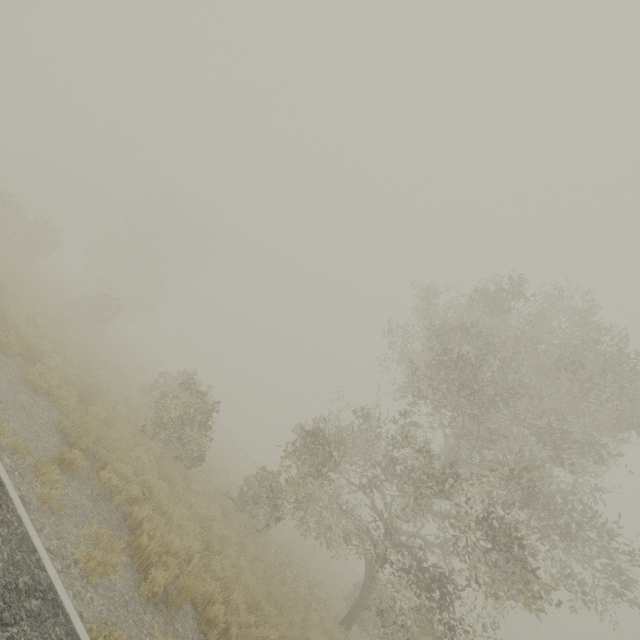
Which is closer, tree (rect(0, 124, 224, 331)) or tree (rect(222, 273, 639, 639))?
tree (rect(222, 273, 639, 639))

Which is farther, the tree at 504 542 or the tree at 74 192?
the tree at 74 192

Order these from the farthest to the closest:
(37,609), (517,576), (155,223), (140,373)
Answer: (155,223)
(140,373)
(517,576)
(37,609)
